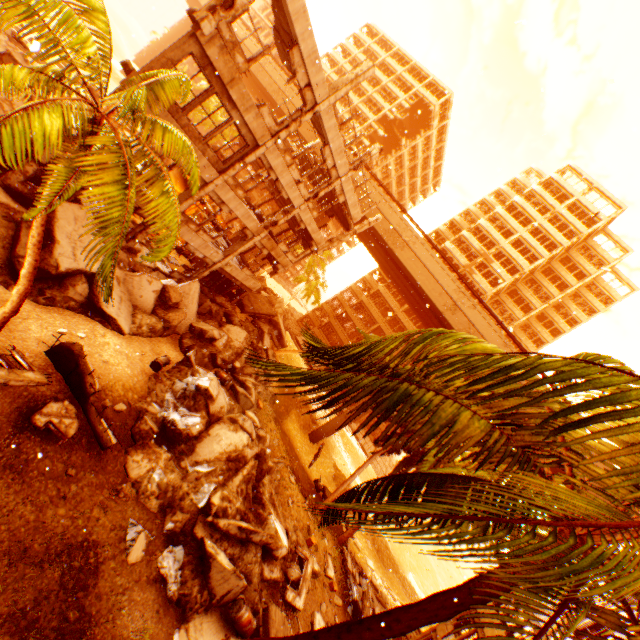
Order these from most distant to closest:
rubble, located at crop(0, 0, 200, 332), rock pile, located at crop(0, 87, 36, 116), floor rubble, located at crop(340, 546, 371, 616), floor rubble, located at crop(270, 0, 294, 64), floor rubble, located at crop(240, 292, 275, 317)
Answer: floor rubble, located at crop(240, 292, 275, 317)
floor rubble, located at crop(340, 546, 371, 616)
rock pile, located at crop(0, 87, 36, 116)
floor rubble, located at crop(270, 0, 294, 64)
rubble, located at crop(0, 0, 200, 332)

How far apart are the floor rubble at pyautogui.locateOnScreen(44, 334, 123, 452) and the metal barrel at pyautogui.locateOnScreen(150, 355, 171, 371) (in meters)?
3.58

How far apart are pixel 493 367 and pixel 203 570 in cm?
1180

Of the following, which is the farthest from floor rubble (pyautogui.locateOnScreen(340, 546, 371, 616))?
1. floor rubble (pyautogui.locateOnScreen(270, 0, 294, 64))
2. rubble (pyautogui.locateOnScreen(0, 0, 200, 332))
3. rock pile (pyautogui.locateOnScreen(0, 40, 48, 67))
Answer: rock pile (pyautogui.locateOnScreen(0, 40, 48, 67))

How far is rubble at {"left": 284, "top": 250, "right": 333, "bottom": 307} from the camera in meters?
43.6

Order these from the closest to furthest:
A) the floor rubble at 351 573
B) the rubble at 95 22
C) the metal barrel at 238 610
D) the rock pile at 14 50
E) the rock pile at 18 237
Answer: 1. the rubble at 95 22
2. the metal barrel at 238 610
3. the rock pile at 18 237
4. the rock pile at 14 50
5. the floor rubble at 351 573

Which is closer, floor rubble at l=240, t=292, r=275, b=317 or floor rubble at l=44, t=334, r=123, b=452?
floor rubble at l=44, t=334, r=123, b=452

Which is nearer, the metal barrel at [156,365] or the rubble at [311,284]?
the metal barrel at [156,365]
